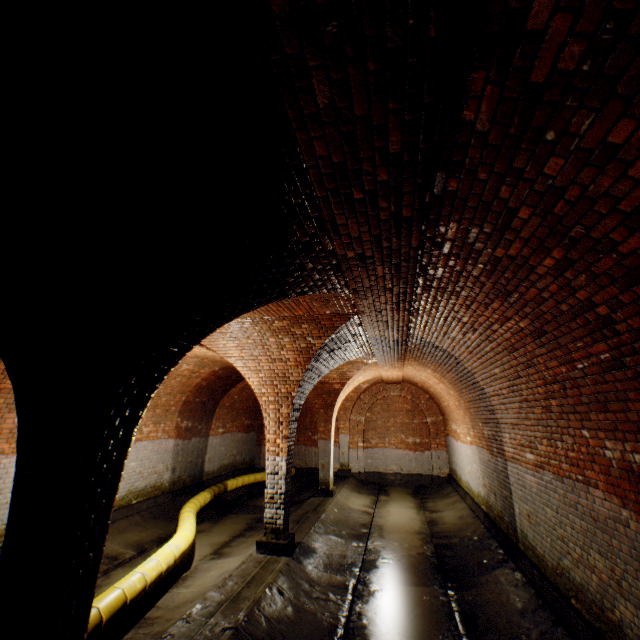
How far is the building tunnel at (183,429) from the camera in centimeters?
788cm

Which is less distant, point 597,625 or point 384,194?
point 384,194

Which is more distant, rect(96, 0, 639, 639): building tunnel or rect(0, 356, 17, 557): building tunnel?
rect(0, 356, 17, 557): building tunnel

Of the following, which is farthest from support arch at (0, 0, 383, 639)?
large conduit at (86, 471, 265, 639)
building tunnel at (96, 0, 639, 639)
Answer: large conduit at (86, 471, 265, 639)

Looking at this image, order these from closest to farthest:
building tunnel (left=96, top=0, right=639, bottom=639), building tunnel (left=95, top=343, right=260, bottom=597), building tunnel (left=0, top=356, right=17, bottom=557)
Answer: building tunnel (left=96, top=0, right=639, bottom=639), building tunnel (left=0, top=356, right=17, bottom=557), building tunnel (left=95, top=343, right=260, bottom=597)

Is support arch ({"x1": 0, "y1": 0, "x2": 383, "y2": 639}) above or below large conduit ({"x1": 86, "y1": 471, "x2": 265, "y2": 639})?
above

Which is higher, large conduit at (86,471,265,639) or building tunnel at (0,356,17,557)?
building tunnel at (0,356,17,557)

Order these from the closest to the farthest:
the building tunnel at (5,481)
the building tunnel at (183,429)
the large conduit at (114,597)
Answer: the large conduit at (114,597) < the building tunnel at (5,481) < the building tunnel at (183,429)
